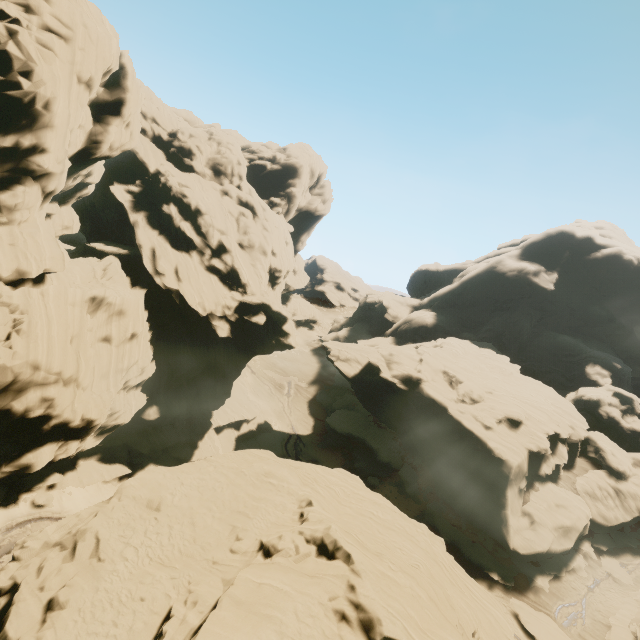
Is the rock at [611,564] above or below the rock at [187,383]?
below

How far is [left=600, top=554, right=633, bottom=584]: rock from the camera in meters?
32.3

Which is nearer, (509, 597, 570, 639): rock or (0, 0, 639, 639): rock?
(0, 0, 639, 639): rock

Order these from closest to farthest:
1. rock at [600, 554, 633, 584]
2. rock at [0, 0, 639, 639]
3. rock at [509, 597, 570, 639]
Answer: rock at [0, 0, 639, 639] → rock at [509, 597, 570, 639] → rock at [600, 554, 633, 584]

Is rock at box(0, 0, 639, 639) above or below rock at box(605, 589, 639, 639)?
above

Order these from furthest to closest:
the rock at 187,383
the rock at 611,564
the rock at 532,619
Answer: the rock at 611,564 → the rock at 532,619 → the rock at 187,383

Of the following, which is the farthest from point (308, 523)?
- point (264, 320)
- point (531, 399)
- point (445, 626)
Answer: point (531, 399)
